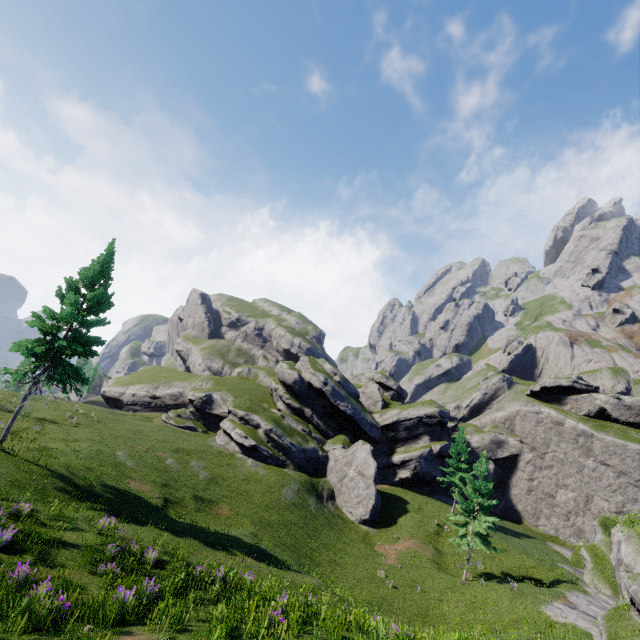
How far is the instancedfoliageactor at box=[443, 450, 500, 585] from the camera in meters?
27.6

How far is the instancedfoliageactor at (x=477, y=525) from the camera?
27.56m

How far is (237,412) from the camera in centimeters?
4262cm
